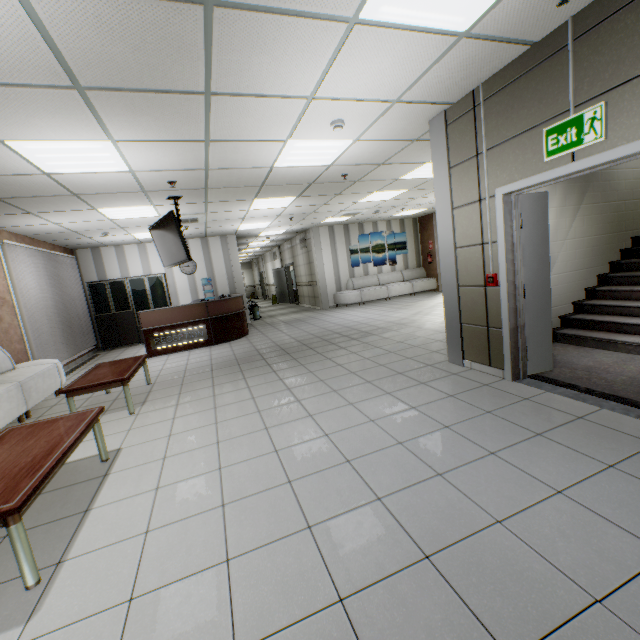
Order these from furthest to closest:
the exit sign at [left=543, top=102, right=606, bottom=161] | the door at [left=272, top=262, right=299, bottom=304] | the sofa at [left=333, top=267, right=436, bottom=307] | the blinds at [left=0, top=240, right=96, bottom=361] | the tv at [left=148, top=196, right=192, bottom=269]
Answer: the door at [left=272, top=262, right=299, bottom=304] → the sofa at [left=333, top=267, right=436, bottom=307] → the blinds at [left=0, top=240, right=96, bottom=361] → the tv at [left=148, top=196, right=192, bottom=269] → the exit sign at [left=543, top=102, right=606, bottom=161]

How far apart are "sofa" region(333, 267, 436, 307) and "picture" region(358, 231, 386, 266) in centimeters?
26cm

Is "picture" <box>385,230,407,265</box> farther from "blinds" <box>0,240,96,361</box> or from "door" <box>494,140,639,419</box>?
"door" <box>494,140,639,419</box>

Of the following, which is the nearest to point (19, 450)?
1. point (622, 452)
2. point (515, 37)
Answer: point (622, 452)

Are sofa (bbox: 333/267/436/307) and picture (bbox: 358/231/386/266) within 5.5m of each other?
yes

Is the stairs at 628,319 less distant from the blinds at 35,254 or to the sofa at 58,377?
the sofa at 58,377

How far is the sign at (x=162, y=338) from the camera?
8.0 meters

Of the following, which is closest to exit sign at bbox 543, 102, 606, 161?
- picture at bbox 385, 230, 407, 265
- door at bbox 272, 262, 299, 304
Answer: picture at bbox 385, 230, 407, 265
